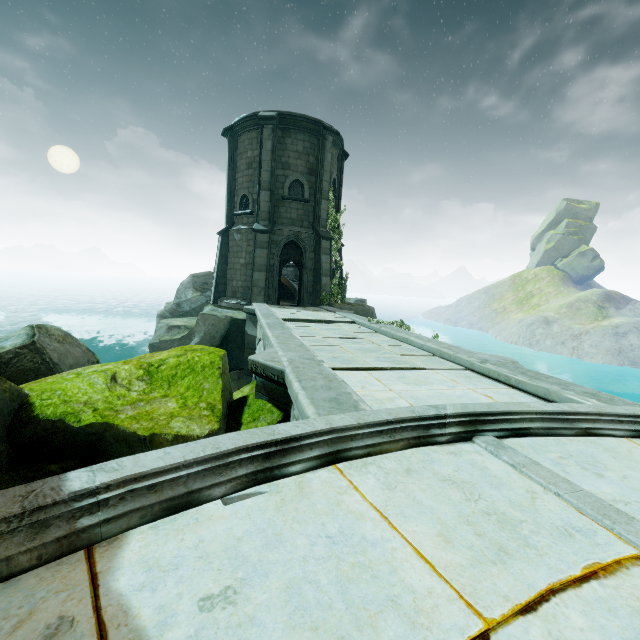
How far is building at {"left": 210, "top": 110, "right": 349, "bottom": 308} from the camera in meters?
16.6 m

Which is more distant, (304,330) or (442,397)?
(304,330)

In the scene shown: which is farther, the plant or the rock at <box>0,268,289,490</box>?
the plant

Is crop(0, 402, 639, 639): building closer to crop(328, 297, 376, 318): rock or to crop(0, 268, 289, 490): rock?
crop(0, 268, 289, 490): rock

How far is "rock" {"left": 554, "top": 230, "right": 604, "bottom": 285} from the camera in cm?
5594

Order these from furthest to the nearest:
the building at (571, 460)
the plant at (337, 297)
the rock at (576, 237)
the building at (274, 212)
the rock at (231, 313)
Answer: the rock at (576, 237) < the plant at (337, 297) < the building at (274, 212) < the rock at (231, 313) < the building at (571, 460)

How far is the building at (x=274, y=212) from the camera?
16.6m

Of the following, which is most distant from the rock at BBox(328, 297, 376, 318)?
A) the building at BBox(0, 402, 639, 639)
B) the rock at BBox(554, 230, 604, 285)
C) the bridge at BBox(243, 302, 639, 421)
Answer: the rock at BBox(554, 230, 604, 285)
